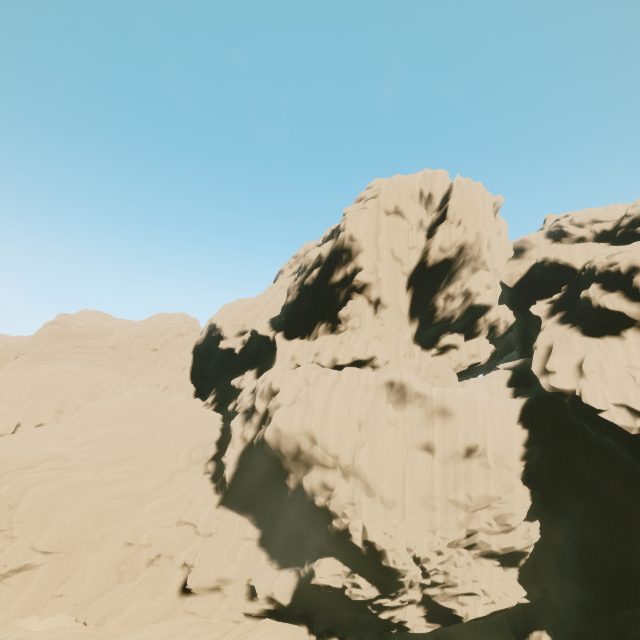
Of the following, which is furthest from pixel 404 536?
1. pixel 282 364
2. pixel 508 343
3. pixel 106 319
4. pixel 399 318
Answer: pixel 106 319
